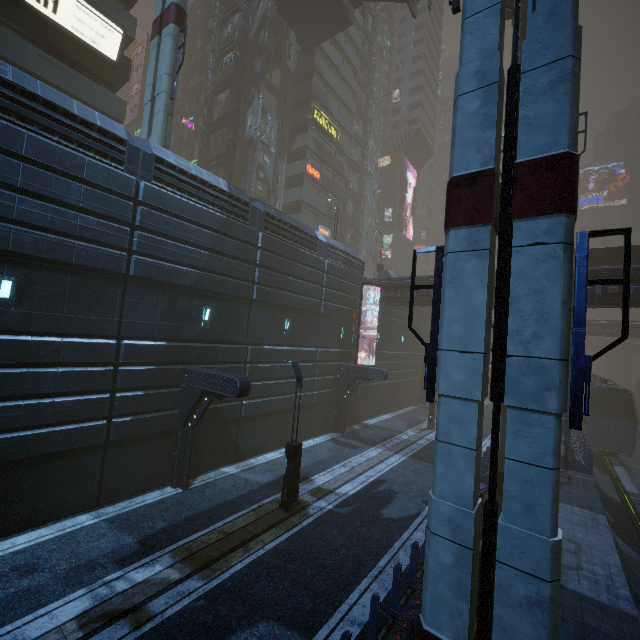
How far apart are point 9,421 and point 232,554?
7.6m

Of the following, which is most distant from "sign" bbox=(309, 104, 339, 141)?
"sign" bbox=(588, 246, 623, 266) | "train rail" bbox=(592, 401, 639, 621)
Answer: "train rail" bbox=(592, 401, 639, 621)

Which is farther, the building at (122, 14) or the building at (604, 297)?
the building at (122, 14)

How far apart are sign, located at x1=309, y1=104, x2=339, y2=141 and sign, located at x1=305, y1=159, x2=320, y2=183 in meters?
4.3 m

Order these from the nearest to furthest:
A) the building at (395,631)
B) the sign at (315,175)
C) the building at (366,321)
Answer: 1. the building at (395,631)
2. the building at (366,321)
3. the sign at (315,175)

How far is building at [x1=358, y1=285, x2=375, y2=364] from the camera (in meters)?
25.94

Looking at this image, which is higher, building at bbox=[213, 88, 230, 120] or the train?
building at bbox=[213, 88, 230, 120]

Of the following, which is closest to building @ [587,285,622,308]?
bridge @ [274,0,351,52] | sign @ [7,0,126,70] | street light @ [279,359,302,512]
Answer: sign @ [7,0,126,70]
